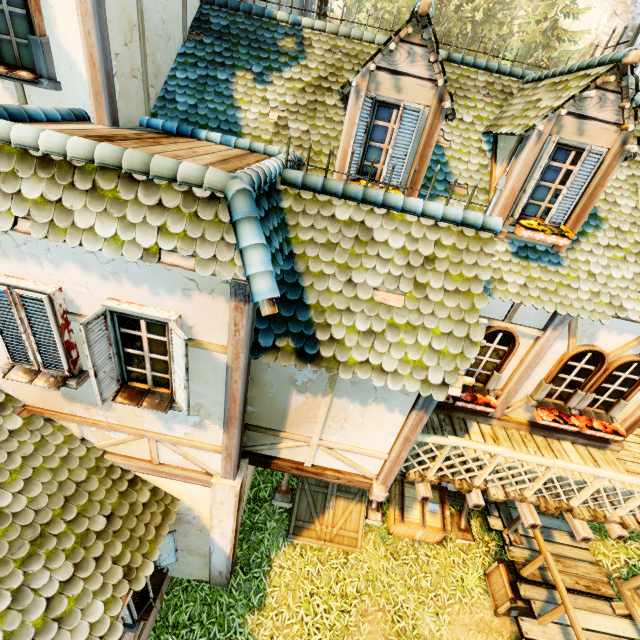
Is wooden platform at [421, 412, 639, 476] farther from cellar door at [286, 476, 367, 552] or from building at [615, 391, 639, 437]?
cellar door at [286, 476, 367, 552]

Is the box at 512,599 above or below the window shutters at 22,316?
below

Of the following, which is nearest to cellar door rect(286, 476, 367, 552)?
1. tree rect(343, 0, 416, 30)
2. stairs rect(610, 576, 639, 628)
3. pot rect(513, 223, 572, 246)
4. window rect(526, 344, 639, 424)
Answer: window rect(526, 344, 639, 424)

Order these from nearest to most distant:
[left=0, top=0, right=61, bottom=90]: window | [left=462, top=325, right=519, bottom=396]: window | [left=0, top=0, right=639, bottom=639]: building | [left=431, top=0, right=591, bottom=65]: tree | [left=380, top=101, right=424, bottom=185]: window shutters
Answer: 1. [left=0, top=0, right=639, bottom=639]: building
2. [left=0, top=0, right=61, bottom=90]: window
3. [left=380, top=101, right=424, bottom=185]: window shutters
4. [left=462, top=325, right=519, bottom=396]: window
5. [left=431, top=0, right=591, bottom=65]: tree

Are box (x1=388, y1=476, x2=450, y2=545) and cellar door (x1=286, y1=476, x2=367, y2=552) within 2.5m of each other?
yes

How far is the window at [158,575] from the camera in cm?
558

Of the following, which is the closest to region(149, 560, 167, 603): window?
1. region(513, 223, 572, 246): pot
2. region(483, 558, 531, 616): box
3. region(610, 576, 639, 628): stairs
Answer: region(483, 558, 531, 616): box

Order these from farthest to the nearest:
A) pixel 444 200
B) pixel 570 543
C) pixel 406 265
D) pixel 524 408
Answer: pixel 570 543 → pixel 524 408 → pixel 444 200 → pixel 406 265
